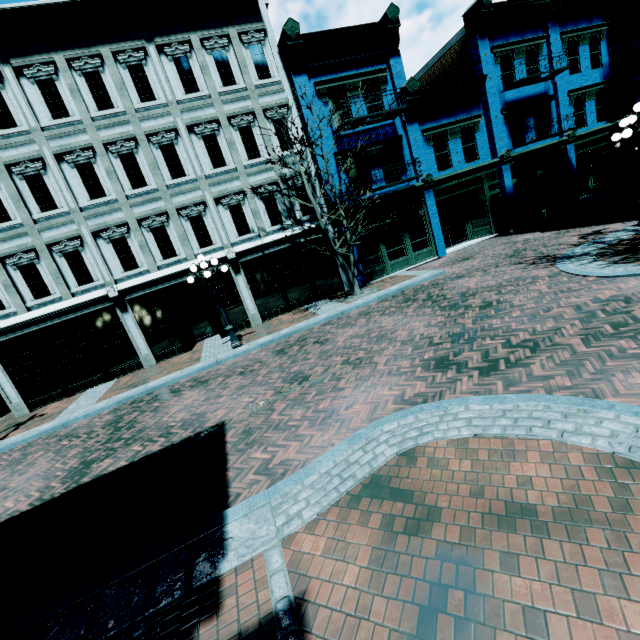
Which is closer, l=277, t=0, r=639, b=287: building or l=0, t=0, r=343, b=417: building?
l=0, t=0, r=343, b=417: building

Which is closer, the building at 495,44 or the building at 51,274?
→ the building at 51,274

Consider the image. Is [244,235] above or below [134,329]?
above
